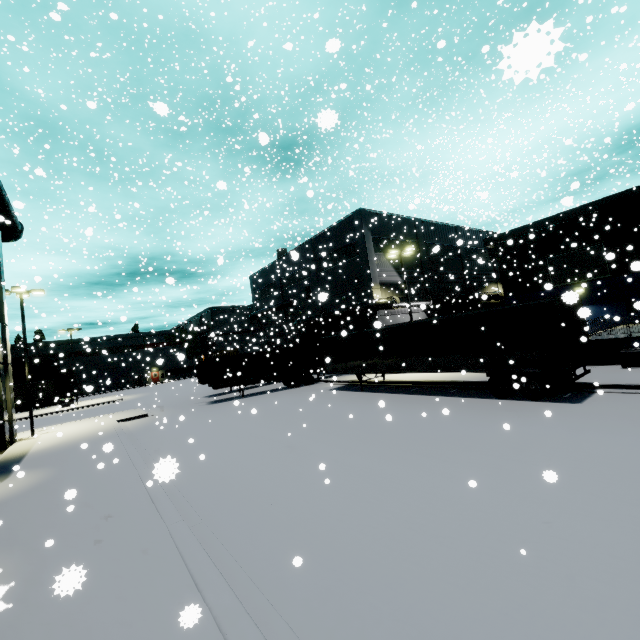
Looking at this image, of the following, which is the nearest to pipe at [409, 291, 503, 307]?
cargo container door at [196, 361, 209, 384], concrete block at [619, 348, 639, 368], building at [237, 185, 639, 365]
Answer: building at [237, 185, 639, 365]

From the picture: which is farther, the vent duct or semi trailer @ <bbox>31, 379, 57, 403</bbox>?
semi trailer @ <bbox>31, 379, 57, 403</bbox>

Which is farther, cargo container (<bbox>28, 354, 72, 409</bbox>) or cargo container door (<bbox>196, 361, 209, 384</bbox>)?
cargo container (<bbox>28, 354, 72, 409</bbox>)

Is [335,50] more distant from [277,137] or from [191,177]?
[277,137]

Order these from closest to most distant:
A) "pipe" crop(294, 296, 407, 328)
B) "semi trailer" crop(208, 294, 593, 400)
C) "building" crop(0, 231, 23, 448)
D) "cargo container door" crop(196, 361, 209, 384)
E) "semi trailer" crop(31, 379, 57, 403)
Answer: "semi trailer" crop(208, 294, 593, 400), "building" crop(0, 231, 23, 448), "cargo container door" crop(196, 361, 209, 384), "pipe" crop(294, 296, 407, 328), "semi trailer" crop(31, 379, 57, 403)

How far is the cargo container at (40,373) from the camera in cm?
4864

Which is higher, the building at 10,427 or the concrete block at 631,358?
the building at 10,427

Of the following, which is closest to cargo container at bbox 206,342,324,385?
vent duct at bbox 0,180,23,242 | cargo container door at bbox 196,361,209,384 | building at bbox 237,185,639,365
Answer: cargo container door at bbox 196,361,209,384
